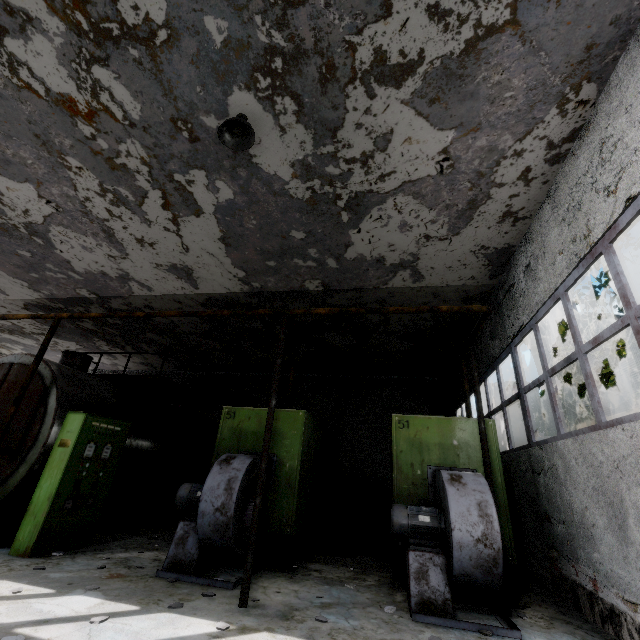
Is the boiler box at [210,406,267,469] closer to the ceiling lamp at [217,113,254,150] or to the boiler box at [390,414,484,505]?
the boiler box at [390,414,484,505]

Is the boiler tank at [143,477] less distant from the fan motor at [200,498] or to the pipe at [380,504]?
the pipe at [380,504]

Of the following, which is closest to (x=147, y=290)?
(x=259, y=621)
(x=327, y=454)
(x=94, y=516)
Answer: (x=94, y=516)

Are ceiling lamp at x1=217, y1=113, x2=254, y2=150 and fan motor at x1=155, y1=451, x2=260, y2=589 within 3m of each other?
no

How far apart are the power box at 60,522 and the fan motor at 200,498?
2.08m

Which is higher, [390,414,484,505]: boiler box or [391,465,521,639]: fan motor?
[390,414,484,505]: boiler box

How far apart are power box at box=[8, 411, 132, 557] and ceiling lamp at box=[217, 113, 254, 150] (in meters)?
5.93

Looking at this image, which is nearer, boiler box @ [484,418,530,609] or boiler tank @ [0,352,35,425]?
boiler box @ [484,418,530,609]
